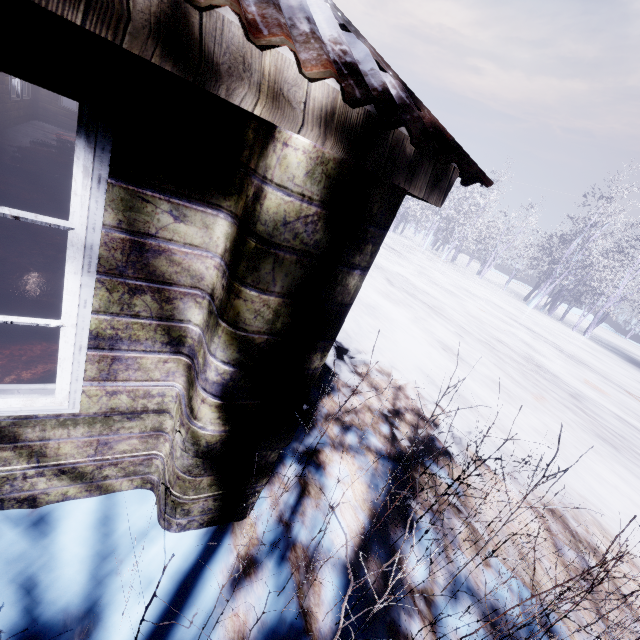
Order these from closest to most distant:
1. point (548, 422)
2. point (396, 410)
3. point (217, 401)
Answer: point (217, 401) → point (396, 410) → point (548, 422)
